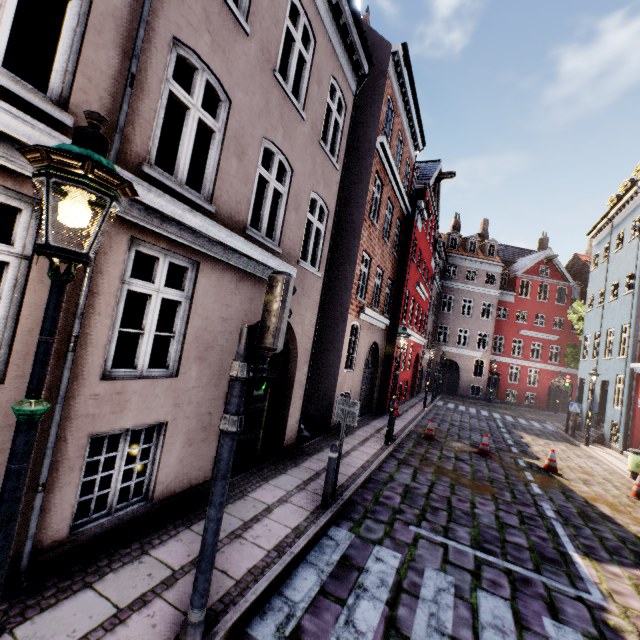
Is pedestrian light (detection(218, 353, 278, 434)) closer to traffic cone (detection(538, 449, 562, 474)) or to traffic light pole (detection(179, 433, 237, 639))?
traffic light pole (detection(179, 433, 237, 639))

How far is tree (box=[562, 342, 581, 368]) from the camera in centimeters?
2456cm

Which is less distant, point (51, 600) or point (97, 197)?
point (97, 197)

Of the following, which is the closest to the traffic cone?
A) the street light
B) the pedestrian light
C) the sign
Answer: the sign

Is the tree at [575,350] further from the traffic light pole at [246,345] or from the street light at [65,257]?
the street light at [65,257]

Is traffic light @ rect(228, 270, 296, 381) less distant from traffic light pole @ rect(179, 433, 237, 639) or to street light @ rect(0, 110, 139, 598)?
traffic light pole @ rect(179, 433, 237, 639)

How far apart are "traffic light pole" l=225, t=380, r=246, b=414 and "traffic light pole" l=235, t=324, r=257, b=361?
0.2m

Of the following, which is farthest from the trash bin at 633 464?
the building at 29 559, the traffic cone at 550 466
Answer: the traffic cone at 550 466
